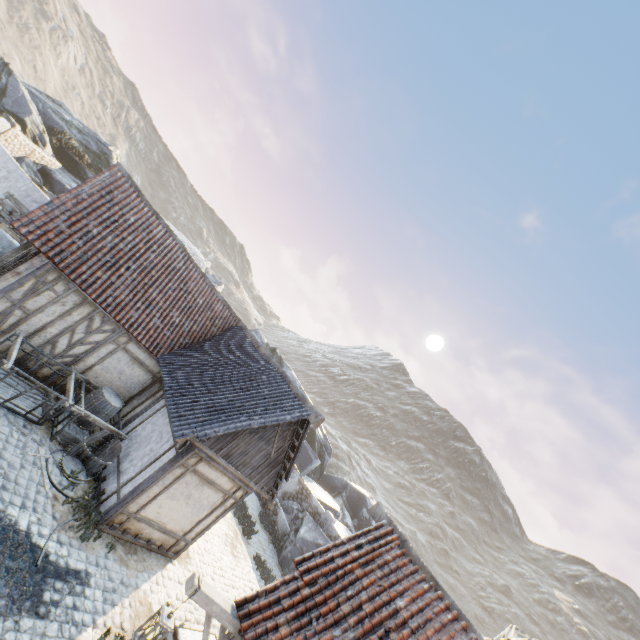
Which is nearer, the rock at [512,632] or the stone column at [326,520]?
the rock at [512,632]

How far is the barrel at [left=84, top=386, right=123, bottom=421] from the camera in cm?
997

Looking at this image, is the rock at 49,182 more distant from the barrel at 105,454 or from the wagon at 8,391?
the barrel at 105,454

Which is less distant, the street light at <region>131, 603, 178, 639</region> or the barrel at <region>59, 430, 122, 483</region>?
the street light at <region>131, 603, 178, 639</region>

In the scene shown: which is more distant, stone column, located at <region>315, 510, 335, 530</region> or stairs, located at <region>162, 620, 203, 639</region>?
stone column, located at <region>315, 510, 335, 530</region>

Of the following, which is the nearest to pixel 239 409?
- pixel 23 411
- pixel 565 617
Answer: pixel 23 411

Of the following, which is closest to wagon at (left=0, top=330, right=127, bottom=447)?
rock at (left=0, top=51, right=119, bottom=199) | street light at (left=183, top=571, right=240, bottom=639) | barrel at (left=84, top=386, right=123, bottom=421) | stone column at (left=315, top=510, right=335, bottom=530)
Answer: barrel at (left=84, top=386, right=123, bottom=421)

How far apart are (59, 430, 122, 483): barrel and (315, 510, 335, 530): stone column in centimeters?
1406cm
